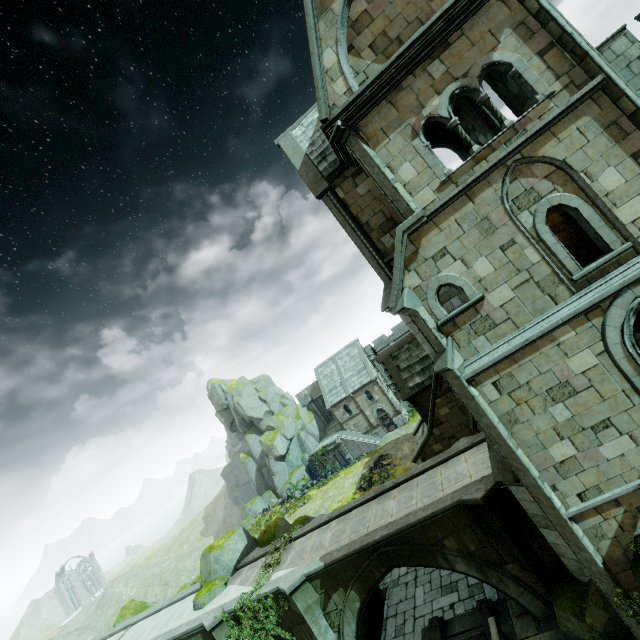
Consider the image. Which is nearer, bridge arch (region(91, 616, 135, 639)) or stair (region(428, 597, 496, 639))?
stair (region(428, 597, 496, 639))

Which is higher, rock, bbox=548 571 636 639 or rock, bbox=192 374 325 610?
rock, bbox=192 374 325 610

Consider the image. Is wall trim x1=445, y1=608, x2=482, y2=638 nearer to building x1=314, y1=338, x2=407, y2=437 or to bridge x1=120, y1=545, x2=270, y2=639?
bridge x1=120, y1=545, x2=270, y2=639

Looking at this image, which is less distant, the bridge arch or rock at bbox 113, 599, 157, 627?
the bridge arch

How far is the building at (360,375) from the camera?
45.12m

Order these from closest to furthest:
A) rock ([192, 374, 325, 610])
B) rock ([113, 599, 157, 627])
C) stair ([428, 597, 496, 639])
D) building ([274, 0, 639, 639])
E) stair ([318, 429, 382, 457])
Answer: A: building ([274, 0, 639, 639]) → stair ([428, 597, 496, 639]) → rock ([192, 374, 325, 610]) → rock ([113, 599, 157, 627]) → stair ([318, 429, 382, 457])

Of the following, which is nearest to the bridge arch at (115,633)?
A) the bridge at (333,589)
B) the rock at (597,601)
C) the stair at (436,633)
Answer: the bridge at (333,589)

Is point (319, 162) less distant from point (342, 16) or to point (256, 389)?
point (342, 16)
